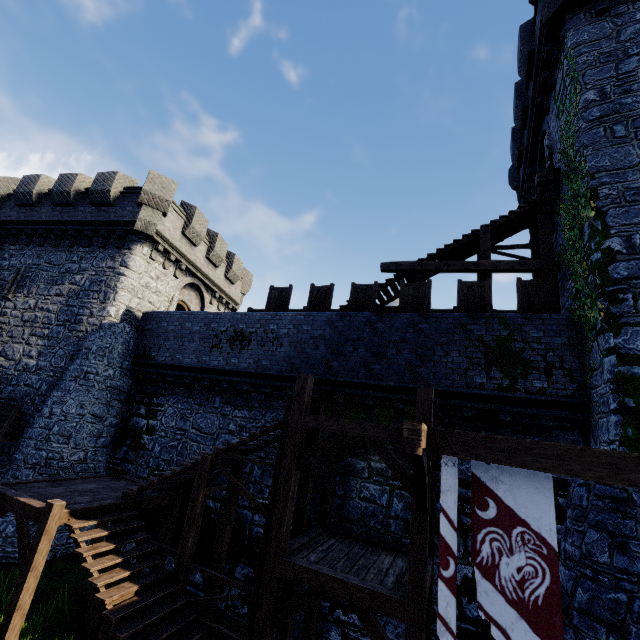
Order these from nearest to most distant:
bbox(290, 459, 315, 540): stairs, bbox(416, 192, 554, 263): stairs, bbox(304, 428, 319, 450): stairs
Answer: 1. bbox(290, 459, 315, 540): stairs
2. bbox(304, 428, 319, 450): stairs
3. bbox(416, 192, 554, 263): stairs

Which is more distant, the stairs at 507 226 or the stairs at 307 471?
the stairs at 507 226

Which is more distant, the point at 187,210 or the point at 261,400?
the point at 187,210

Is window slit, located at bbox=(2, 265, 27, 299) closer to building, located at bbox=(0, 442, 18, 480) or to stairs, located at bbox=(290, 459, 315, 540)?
building, located at bbox=(0, 442, 18, 480)

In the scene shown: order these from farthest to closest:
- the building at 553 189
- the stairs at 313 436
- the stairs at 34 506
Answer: the building at 553 189 → the stairs at 313 436 → the stairs at 34 506

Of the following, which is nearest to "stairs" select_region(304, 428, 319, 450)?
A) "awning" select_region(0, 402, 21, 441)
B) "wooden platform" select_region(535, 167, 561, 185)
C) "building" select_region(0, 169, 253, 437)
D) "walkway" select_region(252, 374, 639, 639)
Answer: "walkway" select_region(252, 374, 639, 639)

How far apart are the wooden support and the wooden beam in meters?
7.5

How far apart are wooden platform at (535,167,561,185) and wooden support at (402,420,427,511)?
10.07m
